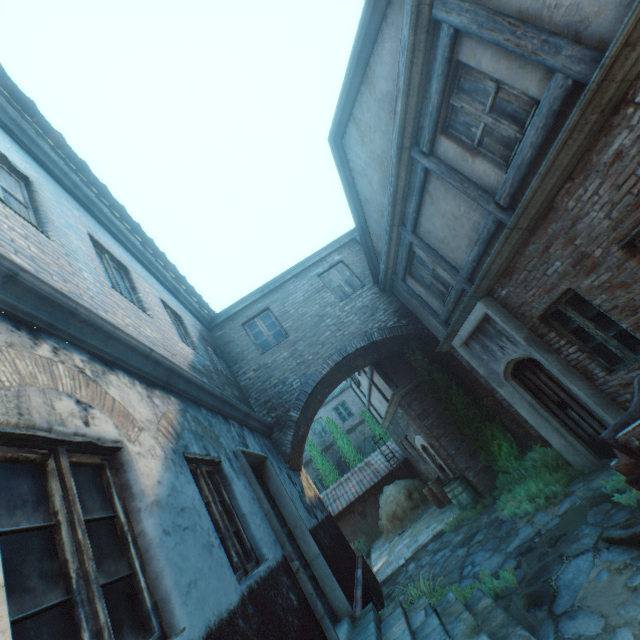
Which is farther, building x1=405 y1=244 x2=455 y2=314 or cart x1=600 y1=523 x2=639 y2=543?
building x1=405 y1=244 x2=455 y2=314

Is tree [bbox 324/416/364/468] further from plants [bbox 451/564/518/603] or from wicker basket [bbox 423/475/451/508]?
plants [bbox 451/564/518/603]

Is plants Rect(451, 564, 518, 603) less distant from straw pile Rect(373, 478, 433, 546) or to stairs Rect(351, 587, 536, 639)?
stairs Rect(351, 587, 536, 639)

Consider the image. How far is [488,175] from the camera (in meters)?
4.86

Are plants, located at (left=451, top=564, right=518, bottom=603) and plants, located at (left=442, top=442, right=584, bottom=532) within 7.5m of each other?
yes

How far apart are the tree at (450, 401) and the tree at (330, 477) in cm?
1218

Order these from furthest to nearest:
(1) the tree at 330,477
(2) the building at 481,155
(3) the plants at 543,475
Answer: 1. (1) the tree at 330,477
2. (3) the plants at 543,475
3. (2) the building at 481,155

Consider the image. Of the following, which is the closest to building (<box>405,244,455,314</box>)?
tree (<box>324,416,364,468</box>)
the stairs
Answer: the stairs
